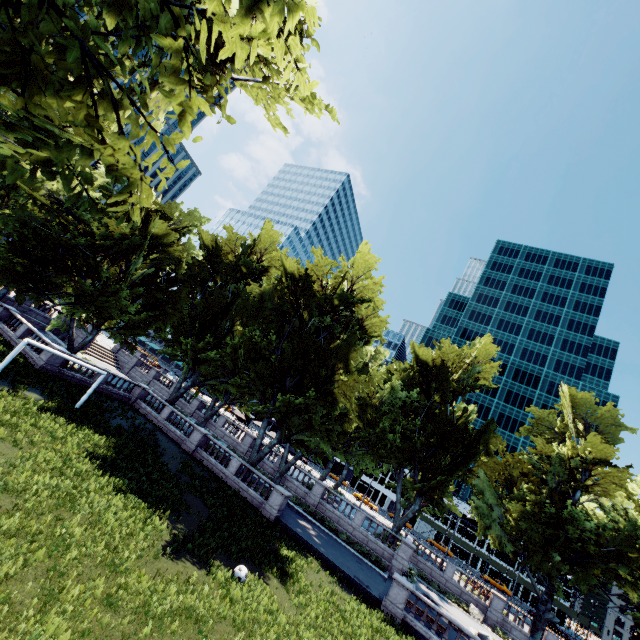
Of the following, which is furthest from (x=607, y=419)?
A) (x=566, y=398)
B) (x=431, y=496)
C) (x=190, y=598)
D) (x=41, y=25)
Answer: (x=41, y=25)

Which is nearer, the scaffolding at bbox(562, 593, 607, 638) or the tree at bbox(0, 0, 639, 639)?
the tree at bbox(0, 0, 639, 639)

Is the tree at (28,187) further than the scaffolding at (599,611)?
No
